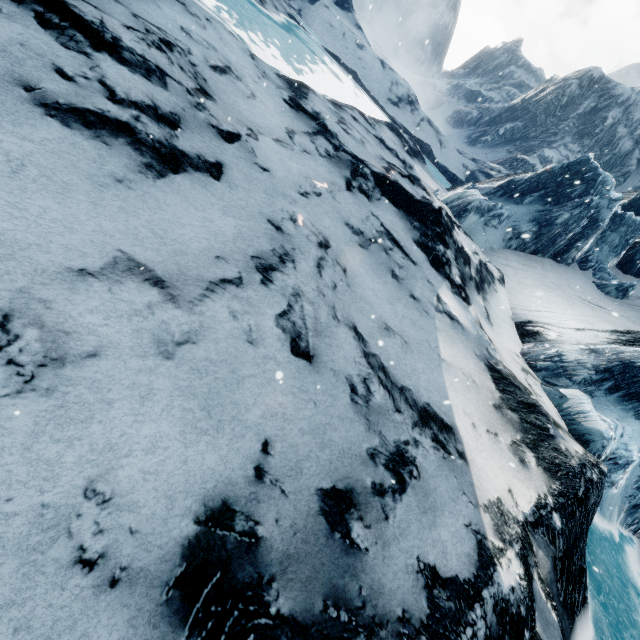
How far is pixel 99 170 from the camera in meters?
4.4 m
